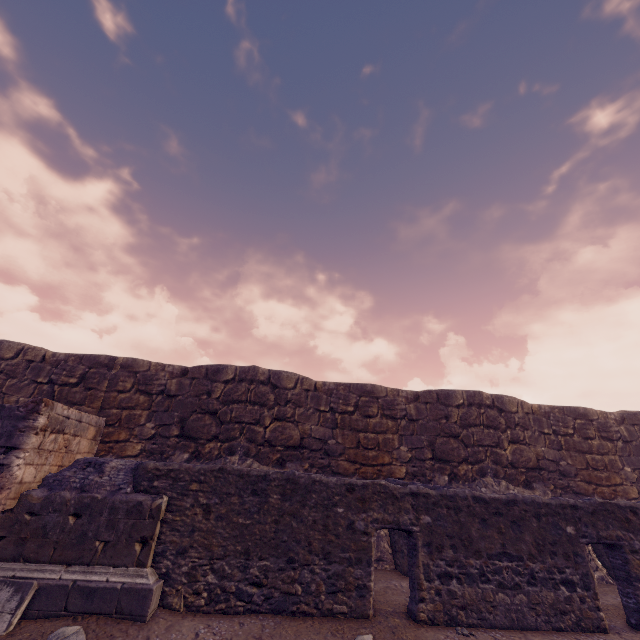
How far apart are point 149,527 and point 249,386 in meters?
5.7

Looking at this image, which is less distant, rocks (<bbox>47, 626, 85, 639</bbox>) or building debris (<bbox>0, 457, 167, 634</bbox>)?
rocks (<bbox>47, 626, 85, 639</bbox>)

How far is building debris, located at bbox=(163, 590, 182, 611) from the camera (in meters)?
4.62

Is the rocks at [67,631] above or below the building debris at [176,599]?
below

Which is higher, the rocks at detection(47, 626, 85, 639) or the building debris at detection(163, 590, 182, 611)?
the building debris at detection(163, 590, 182, 611)
